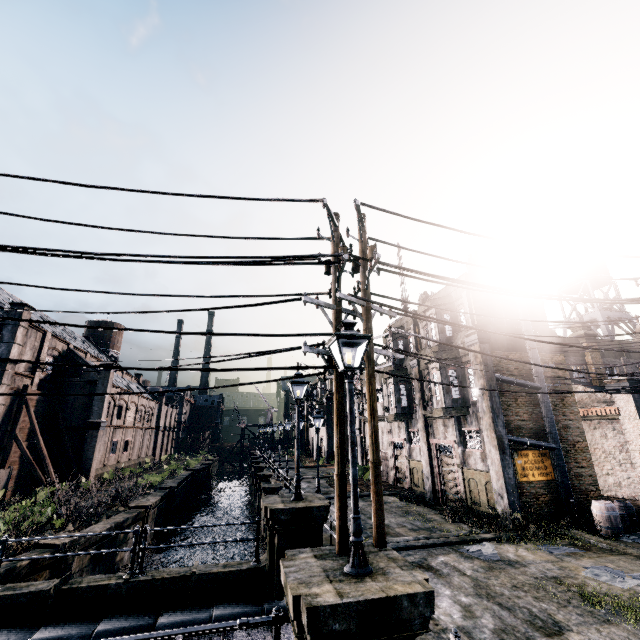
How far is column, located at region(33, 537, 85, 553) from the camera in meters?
14.7 m

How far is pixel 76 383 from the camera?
35.0m

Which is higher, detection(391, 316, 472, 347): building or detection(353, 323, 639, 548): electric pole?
detection(391, 316, 472, 347): building

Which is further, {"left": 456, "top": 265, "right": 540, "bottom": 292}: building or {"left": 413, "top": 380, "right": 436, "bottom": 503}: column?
{"left": 413, "top": 380, "right": 436, "bottom": 503}: column

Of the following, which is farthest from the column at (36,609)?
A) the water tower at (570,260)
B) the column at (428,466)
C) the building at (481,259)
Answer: the water tower at (570,260)

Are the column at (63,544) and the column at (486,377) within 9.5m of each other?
no

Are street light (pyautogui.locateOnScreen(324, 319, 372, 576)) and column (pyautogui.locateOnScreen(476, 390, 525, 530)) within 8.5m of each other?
no

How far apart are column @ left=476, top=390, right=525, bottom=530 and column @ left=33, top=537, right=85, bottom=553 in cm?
2059
